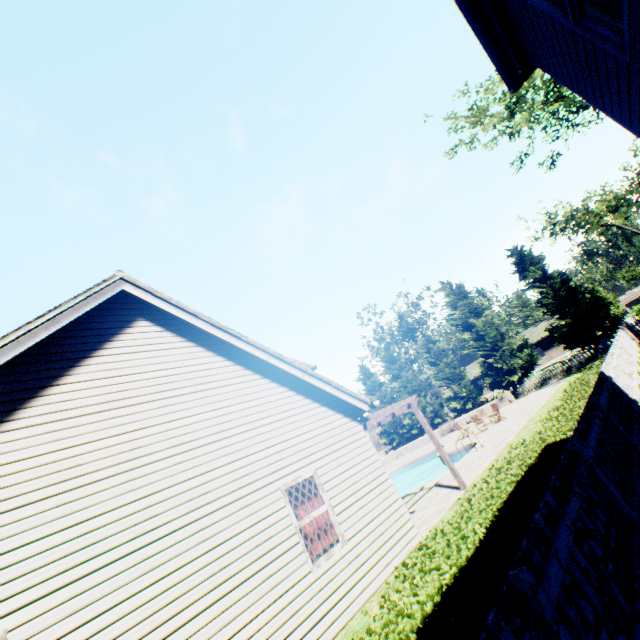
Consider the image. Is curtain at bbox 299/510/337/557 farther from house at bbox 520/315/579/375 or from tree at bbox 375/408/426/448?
house at bbox 520/315/579/375

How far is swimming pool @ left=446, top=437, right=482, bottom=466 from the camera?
15.12m

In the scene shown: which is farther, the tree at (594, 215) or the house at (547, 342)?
the house at (547, 342)

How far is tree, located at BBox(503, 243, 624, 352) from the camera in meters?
26.9 m

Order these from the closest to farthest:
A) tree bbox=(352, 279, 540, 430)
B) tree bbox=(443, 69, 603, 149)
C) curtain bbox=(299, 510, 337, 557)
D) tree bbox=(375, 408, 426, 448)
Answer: curtain bbox=(299, 510, 337, 557) → tree bbox=(443, 69, 603, 149) → tree bbox=(352, 279, 540, 430) → tree bbox=(375, 408, 426, 448)

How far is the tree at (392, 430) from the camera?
36.3 meters

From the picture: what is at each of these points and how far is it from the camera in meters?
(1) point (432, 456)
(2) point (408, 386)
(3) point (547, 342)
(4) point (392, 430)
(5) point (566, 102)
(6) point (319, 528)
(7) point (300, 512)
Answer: (1) swimming pool, 25.9 m
(2) tree, 36.7 m
(3) house, 46.3 m
(4) tree, 38.4 m
(5) tree, 17.2 m
(6) curtain, 6.8 m
(7) curtain, 6.8 m
